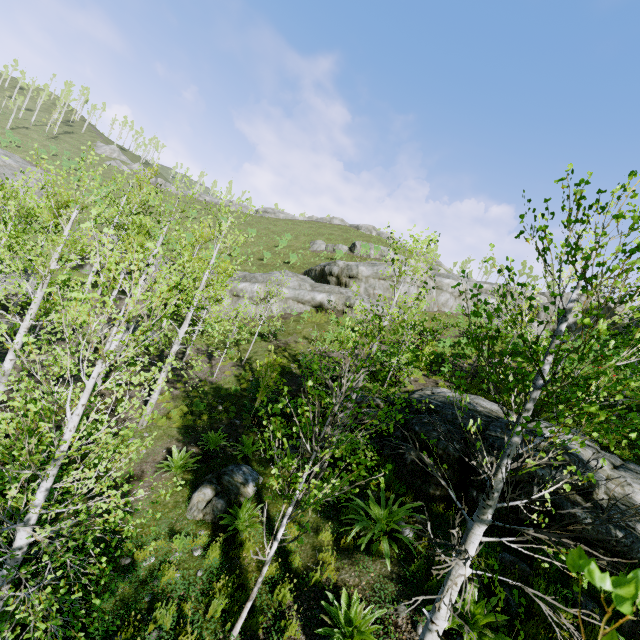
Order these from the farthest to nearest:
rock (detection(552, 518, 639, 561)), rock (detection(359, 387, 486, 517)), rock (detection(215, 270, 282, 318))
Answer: rock (detection(215, 270, 282, 318))
rock (detection(359, 387, 486, 517))
rock (detection(552, 518, 639, 561))

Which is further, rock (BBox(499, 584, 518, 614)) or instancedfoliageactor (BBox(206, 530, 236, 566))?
instancedfoliageactor (BBox(206, 530, 236, 566))

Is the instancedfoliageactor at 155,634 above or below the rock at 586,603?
below

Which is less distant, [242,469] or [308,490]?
[308,490]

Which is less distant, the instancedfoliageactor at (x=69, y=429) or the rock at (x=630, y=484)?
the instancedfoliageactor at (x=69, y=429)

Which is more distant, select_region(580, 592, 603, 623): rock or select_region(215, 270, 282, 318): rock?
select_region(215, 270, 282, 318): rock

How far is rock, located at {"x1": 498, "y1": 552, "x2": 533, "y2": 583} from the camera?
5.49m

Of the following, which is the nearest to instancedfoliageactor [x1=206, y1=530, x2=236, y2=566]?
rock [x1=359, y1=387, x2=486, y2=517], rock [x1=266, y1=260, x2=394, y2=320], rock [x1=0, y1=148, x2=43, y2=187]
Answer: rock [x1=359, y1=387, x2=486, y2=517]
